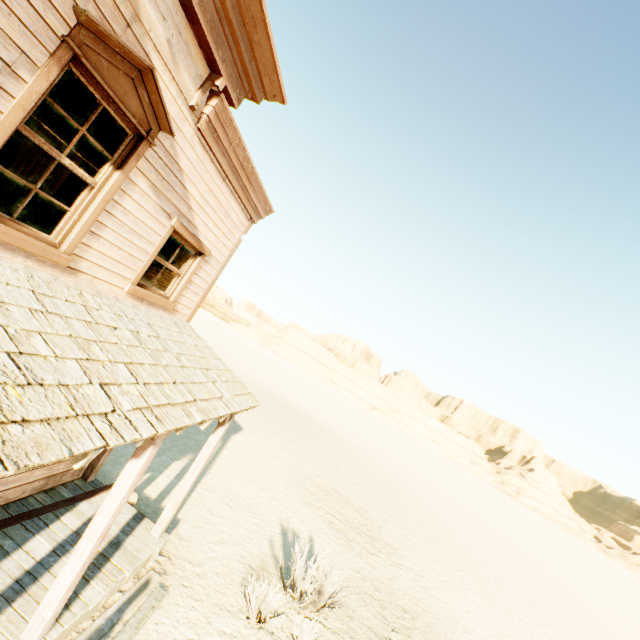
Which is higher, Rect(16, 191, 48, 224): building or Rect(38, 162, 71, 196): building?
Rect(38, 162, 71, 196): building

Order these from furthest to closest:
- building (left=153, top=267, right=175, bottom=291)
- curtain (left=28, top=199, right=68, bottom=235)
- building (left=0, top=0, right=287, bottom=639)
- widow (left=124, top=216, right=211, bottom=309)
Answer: building (left=153, top=267, right=175, bottom=291)
widow (left=124, top=216, right=211, bottom=309)
curtain (left=28, top=199, right=68, bottom=235)
building (left=0, top=0, right=287, bottom=639)

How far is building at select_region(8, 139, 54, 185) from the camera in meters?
7.7

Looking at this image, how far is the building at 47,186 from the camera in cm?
753

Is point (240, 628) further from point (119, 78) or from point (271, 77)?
point (271, 77)

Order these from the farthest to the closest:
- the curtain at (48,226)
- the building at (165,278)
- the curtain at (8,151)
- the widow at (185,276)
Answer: the building at (165,278)
the widow at (185,276)
the curtain at (48,226)
the curtain at (8,151)

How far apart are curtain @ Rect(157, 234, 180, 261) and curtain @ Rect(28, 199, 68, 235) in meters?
1.3 m
